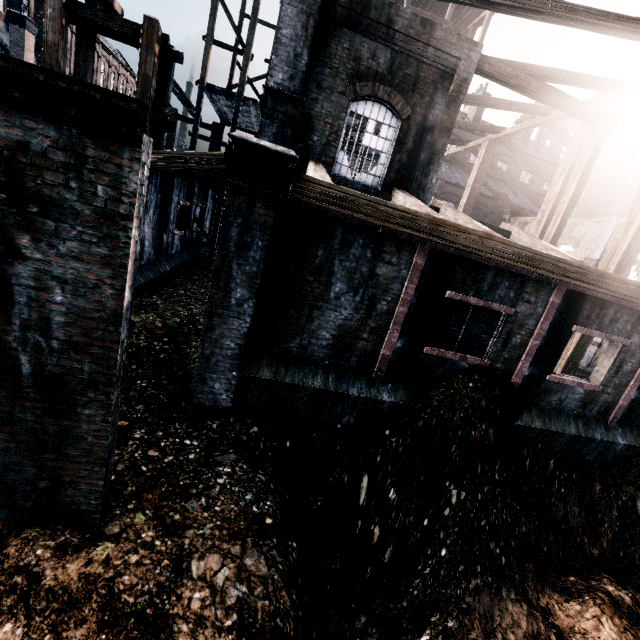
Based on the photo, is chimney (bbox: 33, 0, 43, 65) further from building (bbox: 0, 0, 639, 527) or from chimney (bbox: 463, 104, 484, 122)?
chimney (bbox: 463, 104, 484, 122)

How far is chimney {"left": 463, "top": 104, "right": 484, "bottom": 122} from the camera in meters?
47.6 m

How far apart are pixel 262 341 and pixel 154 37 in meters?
12.8 m

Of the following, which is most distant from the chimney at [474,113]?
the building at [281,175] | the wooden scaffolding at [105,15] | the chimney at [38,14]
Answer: the chimney at [38,14]

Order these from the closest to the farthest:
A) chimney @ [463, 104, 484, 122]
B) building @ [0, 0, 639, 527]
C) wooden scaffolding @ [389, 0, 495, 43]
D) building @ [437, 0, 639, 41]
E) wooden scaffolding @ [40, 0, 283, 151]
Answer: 1. building @ [0, 0, 639, 527]
2. building @ [437, 0, 639, 41]
3. wooden scaffolding @ [40, 0, 283, 151]
4. wooden scaffolding @ [389, 0, 495, 43]
5. chimney @ [463, 104, 484, 122]

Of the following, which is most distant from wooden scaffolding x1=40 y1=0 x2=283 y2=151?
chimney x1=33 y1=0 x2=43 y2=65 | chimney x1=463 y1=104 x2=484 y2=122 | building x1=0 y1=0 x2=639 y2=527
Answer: chimney x1=463 y1=104 x2=484 y2=122

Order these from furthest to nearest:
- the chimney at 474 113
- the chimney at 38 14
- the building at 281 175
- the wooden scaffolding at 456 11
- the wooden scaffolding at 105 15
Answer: the chimney at 474 113 → the chimney at 38 14 → the wooden scaffolding at 456 11 → the wooden scaffolding at 105 15 → the building at 281 175

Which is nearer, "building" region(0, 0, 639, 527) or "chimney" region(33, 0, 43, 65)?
"building" region(0, 0, 639, 527)
